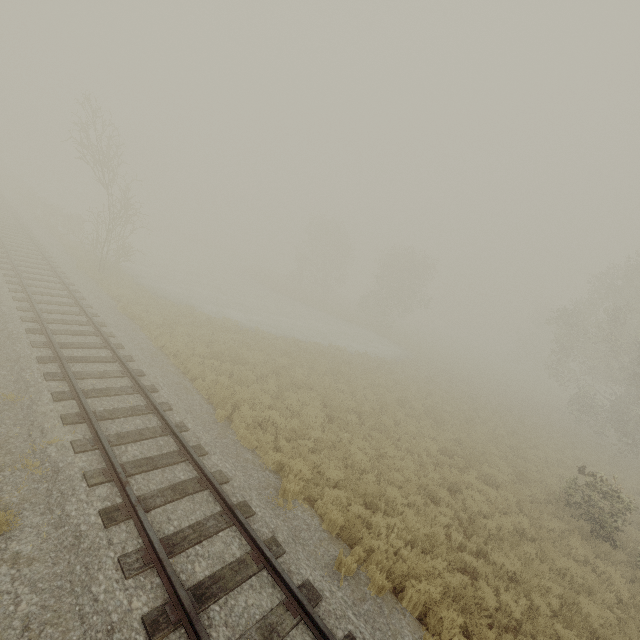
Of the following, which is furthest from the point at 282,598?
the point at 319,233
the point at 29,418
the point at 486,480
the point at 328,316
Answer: the point at 319,233
